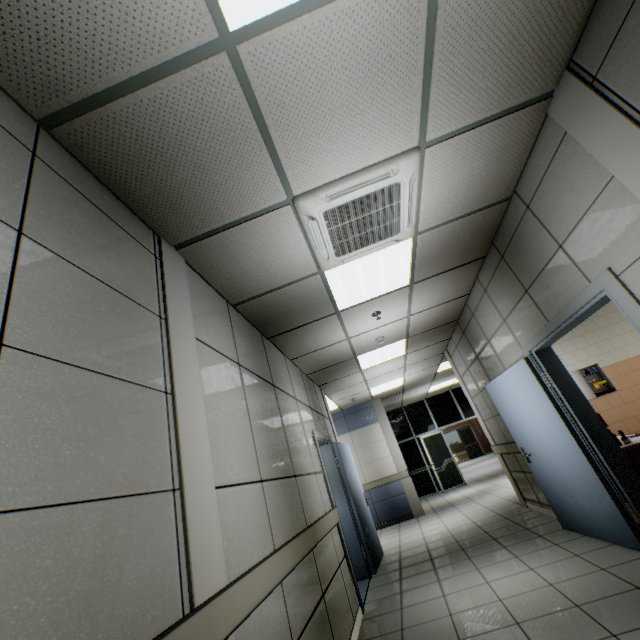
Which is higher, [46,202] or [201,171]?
[201,171]

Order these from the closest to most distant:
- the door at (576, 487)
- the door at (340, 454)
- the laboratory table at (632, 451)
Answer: the door at (576, 487) → the laboratory table at (632, 451) → the door at (340, 454)

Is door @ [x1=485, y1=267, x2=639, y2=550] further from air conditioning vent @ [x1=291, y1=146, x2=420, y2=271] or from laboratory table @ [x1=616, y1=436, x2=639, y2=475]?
air conditioning vent @ [x1=291, y1=146, x2=420, y2=271]

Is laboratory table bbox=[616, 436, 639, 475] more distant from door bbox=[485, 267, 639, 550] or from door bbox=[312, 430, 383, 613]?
door bbox=[312, 430, 383, 613]

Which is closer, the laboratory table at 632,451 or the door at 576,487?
the door at 576,487

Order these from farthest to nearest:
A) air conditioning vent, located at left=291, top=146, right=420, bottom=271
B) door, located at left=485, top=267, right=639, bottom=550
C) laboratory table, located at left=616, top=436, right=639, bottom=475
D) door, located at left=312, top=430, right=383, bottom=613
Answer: door, located at left=312, top=430, right=383, bottom=613, laboratory table, located at left=616, top=436, right=639, bottom=475, door, located at left=485, top=267, right=639, bottom=550, air conditioning vent, located at left=291, top=146, right=420, bottom=271

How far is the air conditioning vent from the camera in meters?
2.3 m
